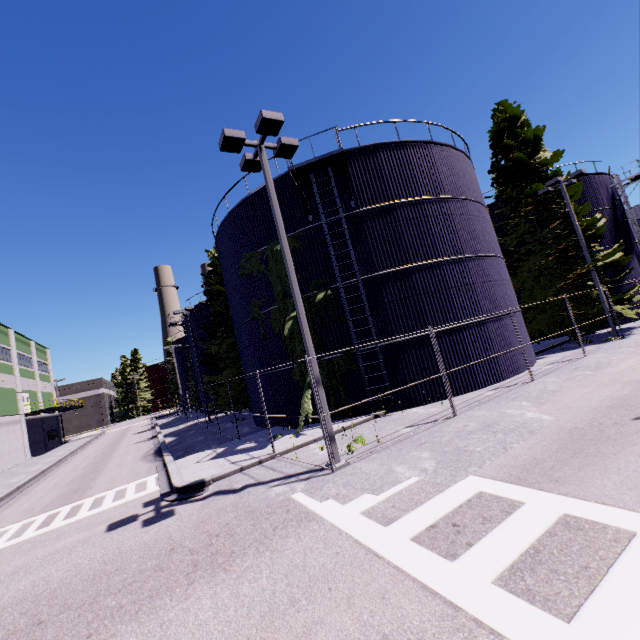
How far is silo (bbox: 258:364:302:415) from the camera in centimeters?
1561cm

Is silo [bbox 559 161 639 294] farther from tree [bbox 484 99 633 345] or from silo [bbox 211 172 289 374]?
silo [bbox 211 172 289 374]

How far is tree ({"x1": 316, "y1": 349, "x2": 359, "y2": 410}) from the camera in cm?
1430

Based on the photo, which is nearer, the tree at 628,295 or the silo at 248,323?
the silo at 248,323

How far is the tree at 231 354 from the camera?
25.9m

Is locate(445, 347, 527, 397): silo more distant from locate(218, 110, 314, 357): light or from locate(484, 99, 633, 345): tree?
locate(218, 110, 314, 357): light

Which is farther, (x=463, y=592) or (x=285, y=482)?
(x=285, y=482)

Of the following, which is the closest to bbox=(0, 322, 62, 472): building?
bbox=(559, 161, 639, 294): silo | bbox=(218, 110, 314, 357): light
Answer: bbox=(218, 110, 314, 357): light
